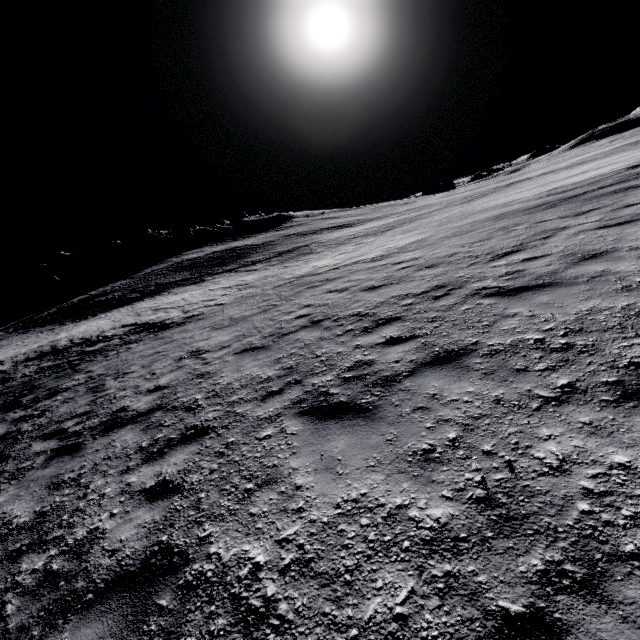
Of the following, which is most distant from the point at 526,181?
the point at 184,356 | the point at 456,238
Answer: the point at 184,356

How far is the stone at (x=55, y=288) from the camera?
50.7 meters

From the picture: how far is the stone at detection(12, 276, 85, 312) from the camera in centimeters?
5066cm
